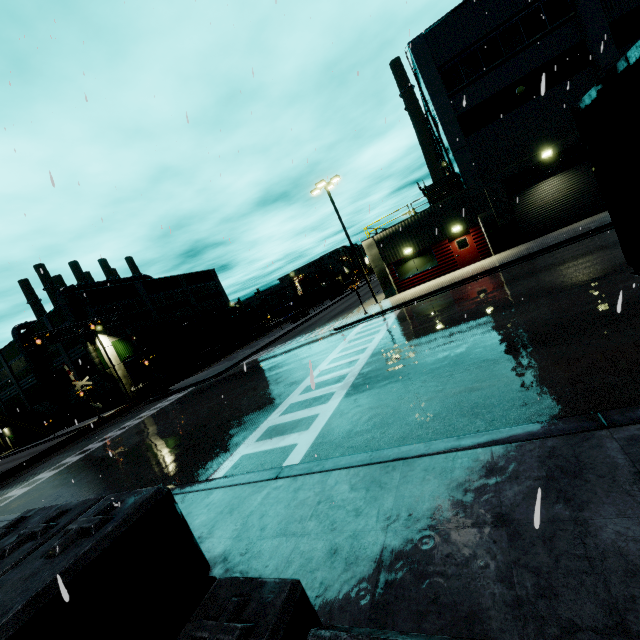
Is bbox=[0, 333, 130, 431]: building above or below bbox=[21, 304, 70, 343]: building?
below

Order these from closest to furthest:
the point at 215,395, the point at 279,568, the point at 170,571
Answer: the point at 170,571 → the point at 279,568 → the point at 215,395

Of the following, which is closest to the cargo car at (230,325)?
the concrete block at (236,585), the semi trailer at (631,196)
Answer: the concrete block at (236,585)

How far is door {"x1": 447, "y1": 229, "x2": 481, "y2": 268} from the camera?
22.6m

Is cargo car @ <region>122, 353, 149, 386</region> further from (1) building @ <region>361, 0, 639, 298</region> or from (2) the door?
(2) the door

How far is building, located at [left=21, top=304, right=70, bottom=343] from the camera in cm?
4100

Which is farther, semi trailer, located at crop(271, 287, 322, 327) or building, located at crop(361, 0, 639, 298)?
semi trailer, located at crop(271, 287, 322, 327)

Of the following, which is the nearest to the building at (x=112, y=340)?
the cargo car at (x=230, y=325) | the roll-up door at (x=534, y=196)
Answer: the roll-up door at (x=534, y=196)
